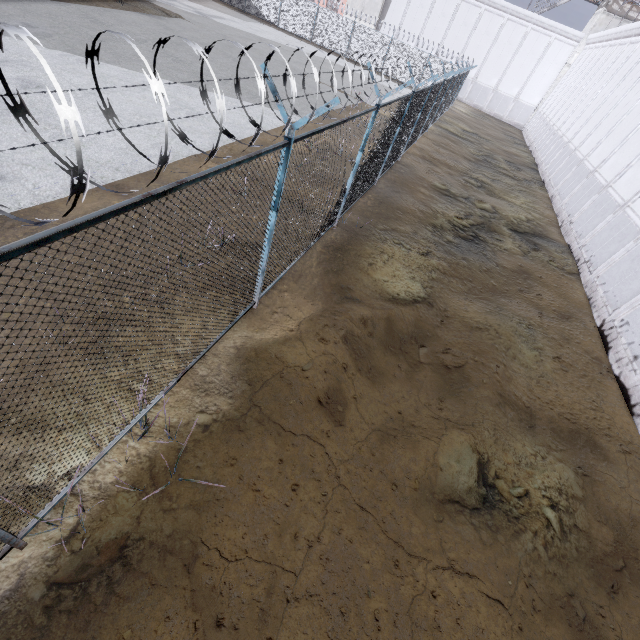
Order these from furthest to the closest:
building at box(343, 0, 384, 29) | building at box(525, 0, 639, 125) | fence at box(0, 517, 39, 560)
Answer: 1. building at box(343, 0, 384, 29)
2. building at box(525, 0, 639, 125)
3. fence at box(0, 517, 39, 560)

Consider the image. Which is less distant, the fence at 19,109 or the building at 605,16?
the fence at 19,109

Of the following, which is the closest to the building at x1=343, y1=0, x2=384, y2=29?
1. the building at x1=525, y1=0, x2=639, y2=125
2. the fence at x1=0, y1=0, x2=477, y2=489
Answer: the fence at x1=0, y1=0, x2=477, y2=489

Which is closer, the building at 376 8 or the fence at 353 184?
the fence at 353 184

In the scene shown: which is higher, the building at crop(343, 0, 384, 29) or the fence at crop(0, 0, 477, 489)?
the building at crop(343, 0, 384, 29)

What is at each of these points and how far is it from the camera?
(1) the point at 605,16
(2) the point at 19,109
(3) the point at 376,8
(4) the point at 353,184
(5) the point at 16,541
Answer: (1) building, 29.2m
(2) fence, 1.7m
(3) building, 35.0m
(4) fence, 8.3m
(5) fence, 2.8m
